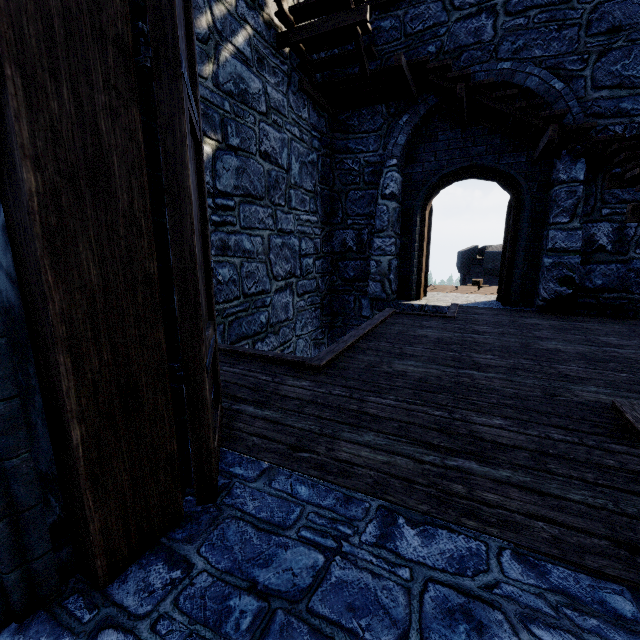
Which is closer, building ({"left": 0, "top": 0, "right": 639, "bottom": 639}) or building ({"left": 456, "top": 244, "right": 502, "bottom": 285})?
building ({"left": 0, "top": 0, "right": 639, "bottom": 639})

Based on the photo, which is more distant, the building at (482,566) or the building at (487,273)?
the building at (487,273)

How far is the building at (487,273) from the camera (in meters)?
23.45

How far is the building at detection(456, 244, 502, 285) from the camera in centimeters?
2345cm

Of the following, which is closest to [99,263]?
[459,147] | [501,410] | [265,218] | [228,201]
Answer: [501,410]
